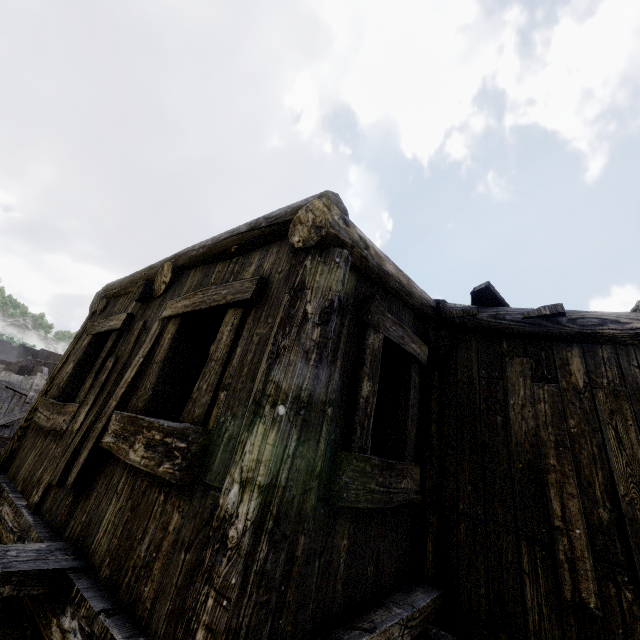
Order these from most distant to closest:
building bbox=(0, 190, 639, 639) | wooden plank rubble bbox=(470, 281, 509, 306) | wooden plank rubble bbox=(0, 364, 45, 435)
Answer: wooden plank rubble bbox=(0, 364, 45, 435) < wooden plank rubble bbox=(470, 281, 509, 306) < building bbox=(0, 190, 639, 639)

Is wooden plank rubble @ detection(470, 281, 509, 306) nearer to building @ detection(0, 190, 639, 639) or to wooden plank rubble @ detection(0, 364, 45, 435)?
building @ detection(0, 190, 639, 639)

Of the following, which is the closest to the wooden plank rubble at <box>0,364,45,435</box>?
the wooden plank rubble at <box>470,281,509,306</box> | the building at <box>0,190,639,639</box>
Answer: the building at <box>0,190,639,639</box>

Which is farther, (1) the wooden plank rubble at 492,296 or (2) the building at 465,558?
(1) the wooden plank rubble at 492,296

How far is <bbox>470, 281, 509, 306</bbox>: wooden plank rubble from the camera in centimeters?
379cm

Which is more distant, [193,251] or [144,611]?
[193,251]

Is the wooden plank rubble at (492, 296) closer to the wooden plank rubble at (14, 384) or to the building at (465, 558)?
the building at (465, 558)
